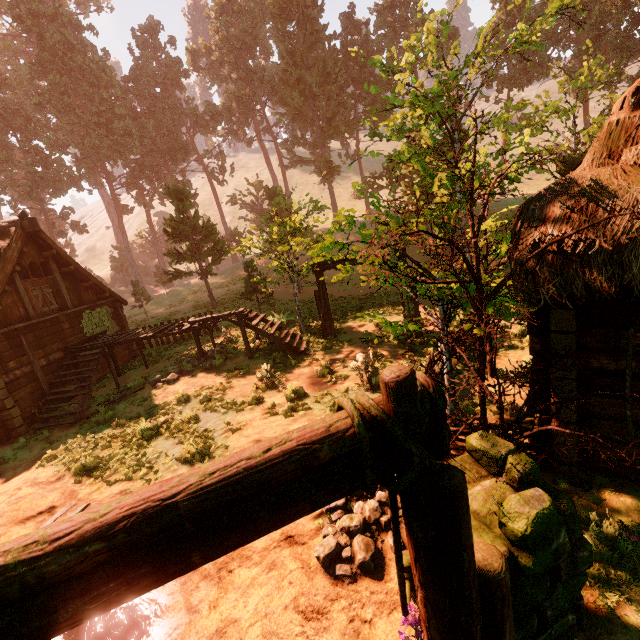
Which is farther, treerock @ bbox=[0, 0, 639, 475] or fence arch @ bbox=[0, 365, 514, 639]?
treerock @ bbox=[0, 0, 639, 475]

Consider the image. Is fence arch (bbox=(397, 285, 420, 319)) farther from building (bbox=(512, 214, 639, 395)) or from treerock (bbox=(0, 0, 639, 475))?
treerock (bbox=(0, 0, 639, 475))

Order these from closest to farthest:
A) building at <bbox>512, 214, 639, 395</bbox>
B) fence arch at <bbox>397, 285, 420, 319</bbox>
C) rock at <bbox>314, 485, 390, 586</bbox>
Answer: building at <bbox>512, 214, 639, 395</bbox> → rock at <bbox>314, 485, 390, 586</bbox> → fence arch at <bbox>397, 285, 420, 319</bbox>

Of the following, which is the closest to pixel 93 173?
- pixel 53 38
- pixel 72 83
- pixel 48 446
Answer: pixel 72 83

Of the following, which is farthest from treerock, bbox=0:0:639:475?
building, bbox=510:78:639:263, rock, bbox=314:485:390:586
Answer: rock, bbox=314:485:390:586

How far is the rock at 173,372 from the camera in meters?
12.2 m

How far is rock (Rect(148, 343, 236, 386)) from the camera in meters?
12.2

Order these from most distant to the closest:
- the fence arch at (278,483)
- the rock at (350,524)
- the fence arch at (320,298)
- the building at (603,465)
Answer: the fence arch at (320,298) < the building at (603,465) < the rock at (350,524) < the fence arch at (278,483)
